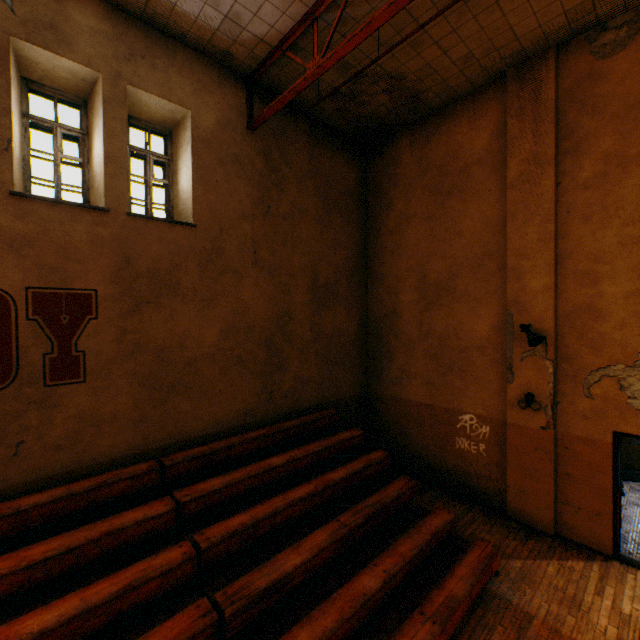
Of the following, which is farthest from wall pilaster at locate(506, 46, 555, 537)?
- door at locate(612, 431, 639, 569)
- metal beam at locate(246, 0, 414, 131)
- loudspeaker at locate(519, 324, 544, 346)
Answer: metal beam at locate(246, 0, 414, 131)

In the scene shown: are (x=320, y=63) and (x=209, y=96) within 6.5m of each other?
yes

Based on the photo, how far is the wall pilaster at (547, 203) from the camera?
5.9 meters

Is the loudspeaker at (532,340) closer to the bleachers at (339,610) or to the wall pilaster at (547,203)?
the wall pilaster at (547,203)

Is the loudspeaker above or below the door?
above

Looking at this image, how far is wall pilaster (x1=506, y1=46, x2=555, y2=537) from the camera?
5.88m

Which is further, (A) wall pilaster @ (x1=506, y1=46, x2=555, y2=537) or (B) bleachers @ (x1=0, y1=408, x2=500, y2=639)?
(A) wall pilaster @ (x1=506, y1=46, x2=555, y2=537)

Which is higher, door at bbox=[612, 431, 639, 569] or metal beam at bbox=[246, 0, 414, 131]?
metal beam at bbox=[246, 0, 414, 131]
